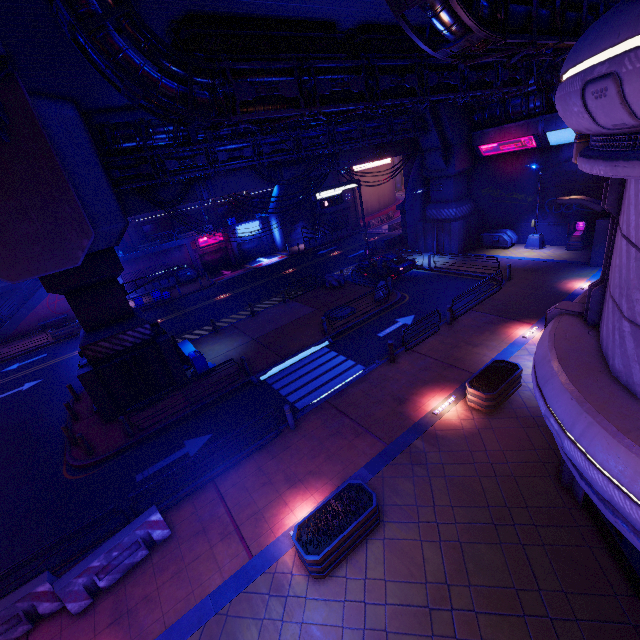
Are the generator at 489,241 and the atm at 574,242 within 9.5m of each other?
yes

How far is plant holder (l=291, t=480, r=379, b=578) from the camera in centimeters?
727cm

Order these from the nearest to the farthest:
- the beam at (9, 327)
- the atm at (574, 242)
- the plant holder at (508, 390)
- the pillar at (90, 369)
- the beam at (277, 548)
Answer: the beam at (277, 548), the plant holder at (508, 390), the pillar at (90, 369), the atm at (574, 242), the beam at (9, 327)

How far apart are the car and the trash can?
14.0 meters

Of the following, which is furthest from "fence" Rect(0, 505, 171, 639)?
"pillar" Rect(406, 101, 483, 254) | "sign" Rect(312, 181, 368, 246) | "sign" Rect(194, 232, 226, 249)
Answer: "sign" Rect(194, 232, 226, 249)

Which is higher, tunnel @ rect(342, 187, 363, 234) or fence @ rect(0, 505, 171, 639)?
tunnel @ rect(342, 187, 363, 234)

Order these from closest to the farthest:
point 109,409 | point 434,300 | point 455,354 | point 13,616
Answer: point 13,616 → point 455,354 → point 109,409 → point 434,300

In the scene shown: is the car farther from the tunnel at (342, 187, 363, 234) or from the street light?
the tunnel at (342, 187, 363, 234)
